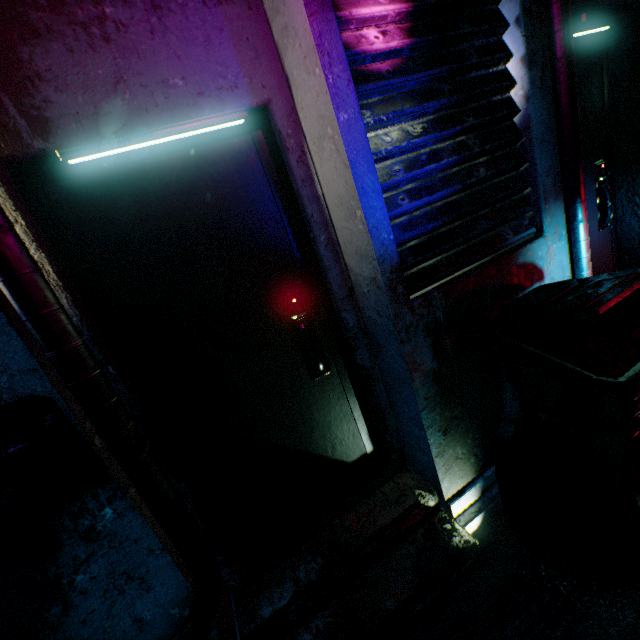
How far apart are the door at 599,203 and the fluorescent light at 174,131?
1.6m

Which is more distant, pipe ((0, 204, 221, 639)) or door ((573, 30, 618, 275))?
door ((573, 30, 618, 275))

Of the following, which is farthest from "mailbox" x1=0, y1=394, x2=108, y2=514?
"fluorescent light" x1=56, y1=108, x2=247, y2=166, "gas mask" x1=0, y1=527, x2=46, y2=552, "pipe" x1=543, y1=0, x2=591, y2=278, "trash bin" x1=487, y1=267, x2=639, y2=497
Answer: "pipe" x1=543, y1=0, x2=591, y2=278

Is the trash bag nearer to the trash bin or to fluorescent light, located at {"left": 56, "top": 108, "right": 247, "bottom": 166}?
the trash bin

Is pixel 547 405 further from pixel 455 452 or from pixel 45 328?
pixel 45 328

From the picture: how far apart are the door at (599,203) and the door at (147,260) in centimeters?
148cm

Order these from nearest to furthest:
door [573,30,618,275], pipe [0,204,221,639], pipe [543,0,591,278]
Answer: pipe [0,204,221,639], pipe [543,0,591,278], door [573,30,618,275]

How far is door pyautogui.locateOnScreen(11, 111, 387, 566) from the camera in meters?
1.2 m
